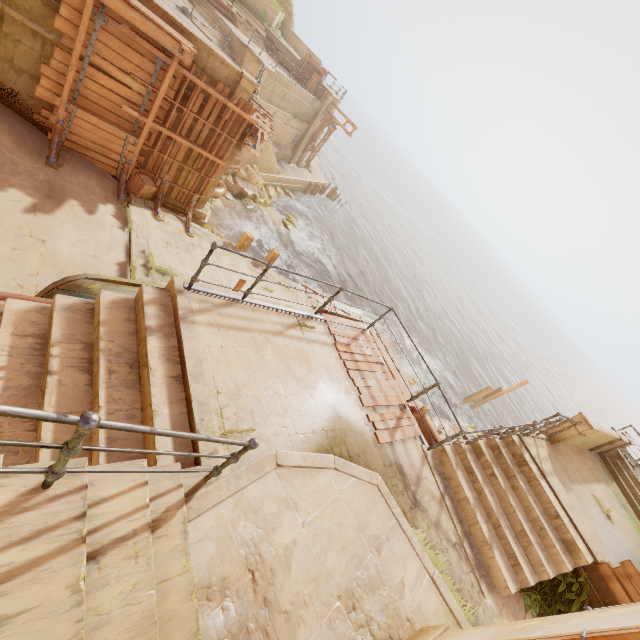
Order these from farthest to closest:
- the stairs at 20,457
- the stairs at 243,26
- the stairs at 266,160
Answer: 1. the stairs at 266,160
2. the stairs at 243,26
3. the stairs at 20,457

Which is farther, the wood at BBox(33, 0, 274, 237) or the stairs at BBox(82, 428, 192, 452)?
the wood at BBox(33, 0, 274, 237)

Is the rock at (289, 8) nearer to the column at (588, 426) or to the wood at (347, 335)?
the wood at (347, 335)

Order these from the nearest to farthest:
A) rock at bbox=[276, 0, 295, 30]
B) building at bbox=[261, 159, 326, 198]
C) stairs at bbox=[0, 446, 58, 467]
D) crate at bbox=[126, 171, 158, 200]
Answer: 1. stairs at bbox=[0, 446, 58, 467]
2. crate at bbox=[126, 171, 158, 200]
3. building at bbox=[261, 159, 326, 198]
4. rock at bbox=[276, 0, 295, 30]

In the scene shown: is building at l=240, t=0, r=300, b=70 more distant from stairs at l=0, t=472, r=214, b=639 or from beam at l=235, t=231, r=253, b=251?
stairs at l=0, t=472, r=214, b=639

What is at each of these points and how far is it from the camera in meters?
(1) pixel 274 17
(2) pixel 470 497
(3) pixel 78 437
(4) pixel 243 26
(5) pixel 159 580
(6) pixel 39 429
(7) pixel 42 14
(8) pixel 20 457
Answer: (1) building, 25.9 m
(2) stairs, 6.6 m
(3) fence, 1.7 m
(4) stairs, 22.6 m
(5) stairs, 2.6 m
(6) stairs, 3.6 m
(7) building, 7.9 m
(8) stairs, 3.5 m

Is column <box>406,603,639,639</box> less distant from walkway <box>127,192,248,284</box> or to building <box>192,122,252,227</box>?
walkway <box>127,192,248,284</box>

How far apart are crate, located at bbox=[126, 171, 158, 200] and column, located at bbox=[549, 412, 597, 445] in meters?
14.9 m
